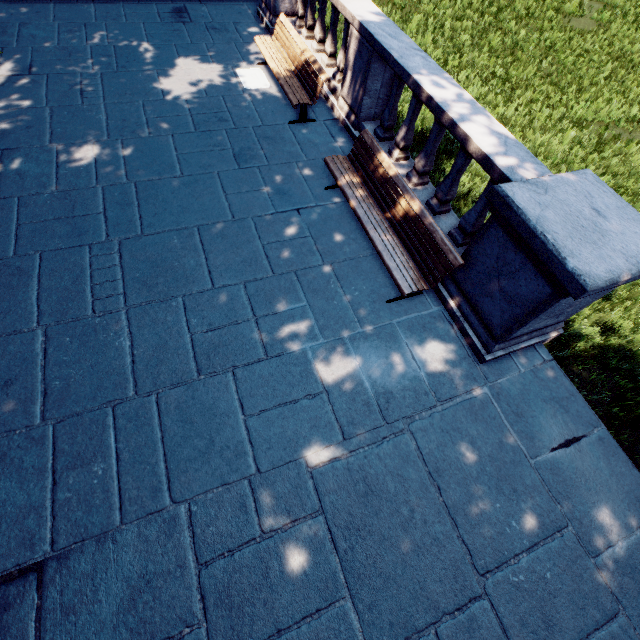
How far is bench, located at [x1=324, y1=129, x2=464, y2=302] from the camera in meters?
4.3

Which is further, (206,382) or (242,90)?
(242,90)

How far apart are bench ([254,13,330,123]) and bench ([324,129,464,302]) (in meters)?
1.71

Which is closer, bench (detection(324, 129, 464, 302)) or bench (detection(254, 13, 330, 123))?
bench (detection(324, 129, 464, 302))

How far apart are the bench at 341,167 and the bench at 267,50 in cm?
171

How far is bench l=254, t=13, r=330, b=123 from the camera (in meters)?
6.32

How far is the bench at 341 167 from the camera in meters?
4.3 m
